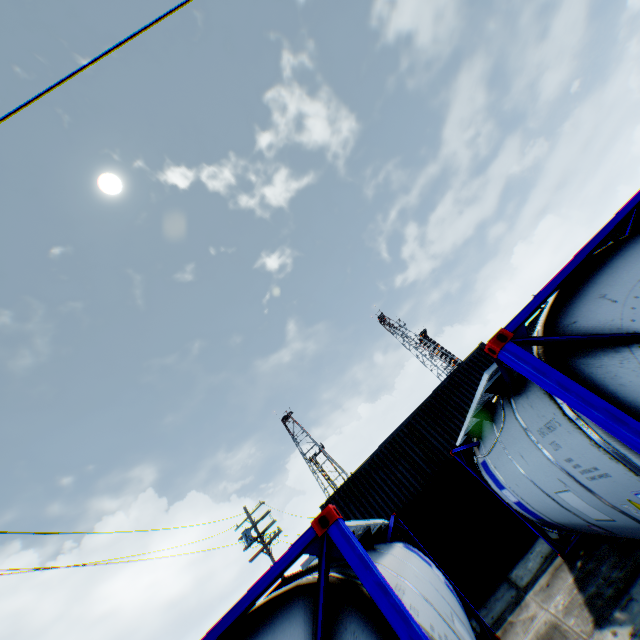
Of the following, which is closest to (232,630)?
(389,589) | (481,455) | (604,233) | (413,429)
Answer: (389,589)
